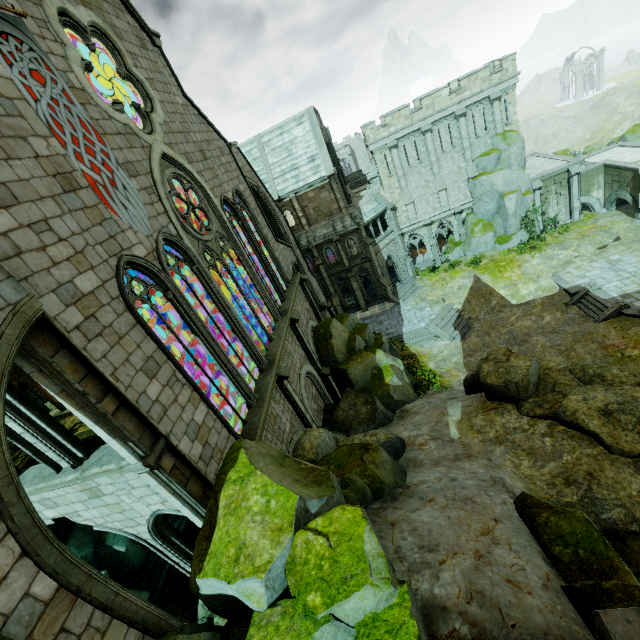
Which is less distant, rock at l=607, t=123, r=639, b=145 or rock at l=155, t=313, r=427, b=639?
rock at l=155, t=313, r=427, b=639

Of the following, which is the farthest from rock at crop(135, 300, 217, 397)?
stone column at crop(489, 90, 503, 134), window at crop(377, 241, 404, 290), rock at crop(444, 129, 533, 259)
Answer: stone column at crop(489, 90, 503, 134)

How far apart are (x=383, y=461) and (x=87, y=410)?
8.4m

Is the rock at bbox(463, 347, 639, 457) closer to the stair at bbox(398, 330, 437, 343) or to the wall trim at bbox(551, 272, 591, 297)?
the wall trim at bbox(551, 272, 591, 297)

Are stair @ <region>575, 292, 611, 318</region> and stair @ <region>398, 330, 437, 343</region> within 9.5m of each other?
no

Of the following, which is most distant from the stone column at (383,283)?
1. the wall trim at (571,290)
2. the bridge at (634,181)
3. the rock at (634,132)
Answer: the rock at (634,132)

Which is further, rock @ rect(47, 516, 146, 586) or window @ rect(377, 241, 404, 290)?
window @ rect(377, 241, 404, 290)

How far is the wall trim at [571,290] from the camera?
25.9m
